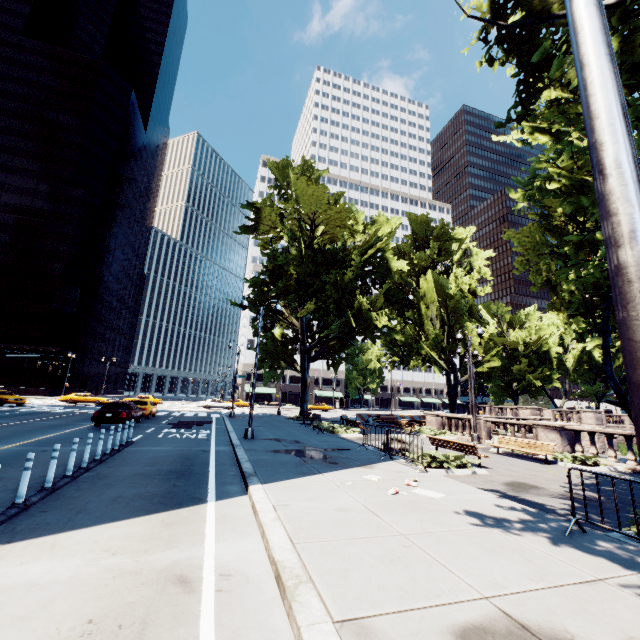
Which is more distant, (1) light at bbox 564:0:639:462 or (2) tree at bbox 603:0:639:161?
(2) tree at bbox 603:0:639:161

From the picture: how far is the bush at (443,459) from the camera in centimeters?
1121cm

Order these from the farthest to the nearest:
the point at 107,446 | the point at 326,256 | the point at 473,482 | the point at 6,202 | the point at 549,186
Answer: the point at 6,202 < the point at 326,256 < the point at 107,446 < the point at 473,482 < the point at 549,186

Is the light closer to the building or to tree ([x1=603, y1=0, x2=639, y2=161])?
tree ([x1=603, y1=0, x2=639, y2=161])

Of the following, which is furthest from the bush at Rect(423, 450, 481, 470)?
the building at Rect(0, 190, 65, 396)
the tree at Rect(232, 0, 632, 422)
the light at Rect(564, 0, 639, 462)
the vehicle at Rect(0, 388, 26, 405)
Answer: the building at Rect(0, 190, 65, 396)

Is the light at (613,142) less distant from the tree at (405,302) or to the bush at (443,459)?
the tree at (405,302)

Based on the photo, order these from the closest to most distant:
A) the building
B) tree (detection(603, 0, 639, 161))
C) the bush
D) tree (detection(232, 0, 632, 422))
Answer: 1. tree (detection(603, 0, 639, 161))
2. tree (detection(232, 0, 632, 422))
3. the bush
4. the building
